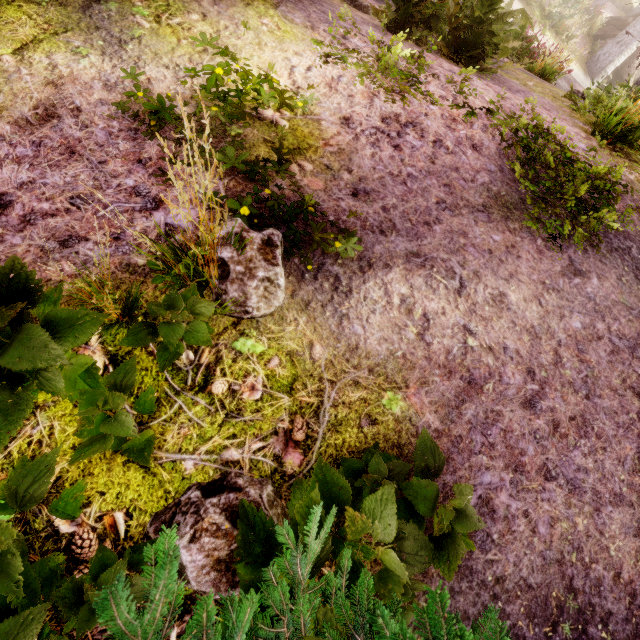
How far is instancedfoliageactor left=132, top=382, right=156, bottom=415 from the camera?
1.53m

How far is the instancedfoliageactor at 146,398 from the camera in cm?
153

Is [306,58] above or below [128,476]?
above

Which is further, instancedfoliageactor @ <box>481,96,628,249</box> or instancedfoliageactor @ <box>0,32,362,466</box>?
instancedfoliageactor @ <box>481,96,628,249</box>

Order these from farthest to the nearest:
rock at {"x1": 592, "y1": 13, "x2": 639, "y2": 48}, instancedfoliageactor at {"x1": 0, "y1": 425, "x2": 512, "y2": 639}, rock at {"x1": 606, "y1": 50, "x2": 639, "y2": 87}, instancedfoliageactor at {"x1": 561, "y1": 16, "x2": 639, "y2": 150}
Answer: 1. rock at {"x1": 592, "y1": 13, "x2": 639, "y2": 48}
2. rock at {"x1": 606, "y1": 50, "x2": 639, "y2": 87}
3. instancedfoliageactor at {"x1": 561, "y1": 16, "x2": 639, "y2": 150}
4. instancedfoliageactor at {"x1": 0, "y1": 425, "x2": 512, "y2": 639}

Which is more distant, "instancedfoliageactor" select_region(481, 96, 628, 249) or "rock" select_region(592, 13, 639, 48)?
"rock" select_region(592, 13, 639, 48)
